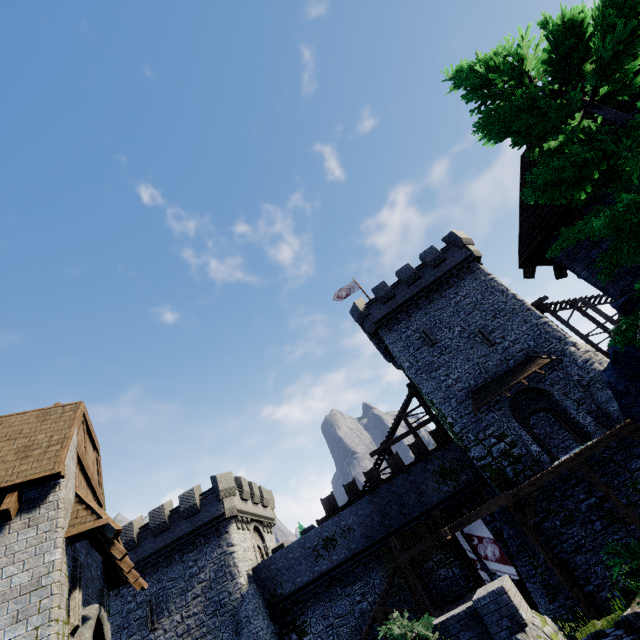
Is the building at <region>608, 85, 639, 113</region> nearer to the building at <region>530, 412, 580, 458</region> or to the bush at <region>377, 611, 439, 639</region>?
the bush at <region>377, 611, 439, 639</region>

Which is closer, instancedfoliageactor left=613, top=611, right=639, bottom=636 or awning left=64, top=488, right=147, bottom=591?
instancedfoliageactor left=613, top=611, right=639, bottom=636

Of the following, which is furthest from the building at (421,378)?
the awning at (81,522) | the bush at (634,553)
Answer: the awning at (81,522)

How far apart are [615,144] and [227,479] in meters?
28.5

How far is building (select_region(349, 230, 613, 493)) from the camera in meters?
19.4 m

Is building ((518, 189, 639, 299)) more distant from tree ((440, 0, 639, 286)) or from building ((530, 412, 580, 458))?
building ((530, 412, 580, 458))

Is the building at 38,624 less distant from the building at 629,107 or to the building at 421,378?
the building at 629,107

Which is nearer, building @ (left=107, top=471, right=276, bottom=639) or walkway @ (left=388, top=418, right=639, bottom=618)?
walkway @ (left=388, top=418, right=639, bottom=618)
